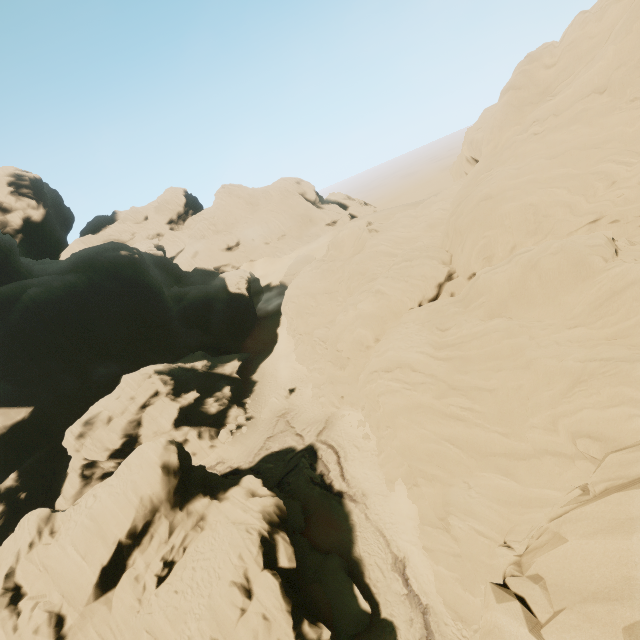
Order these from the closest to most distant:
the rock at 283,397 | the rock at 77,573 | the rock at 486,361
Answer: the rock at 486,361 < the rock at 77,573 < the rock at 283,397

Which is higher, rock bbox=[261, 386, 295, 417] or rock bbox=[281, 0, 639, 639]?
rock bbox=[281, 0, 639, 639]

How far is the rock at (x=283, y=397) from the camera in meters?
40.6 m

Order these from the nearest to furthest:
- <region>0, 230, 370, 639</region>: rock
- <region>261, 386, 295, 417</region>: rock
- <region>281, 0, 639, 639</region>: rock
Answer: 1. <region>281, 0, 639, 639</region>: rock
2. <region>0, 230, 370, 639</region>: rock
3. <region>261, 386, 295, 417</region>: rock

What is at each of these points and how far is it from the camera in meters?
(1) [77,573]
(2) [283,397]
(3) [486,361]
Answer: (1) rock, 18.3 m
(2) rock, 41.8 m
(3) rock, 19.1 m

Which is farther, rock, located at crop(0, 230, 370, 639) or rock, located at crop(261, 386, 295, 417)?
rock, located at crop(261, 386, 295, 417)
